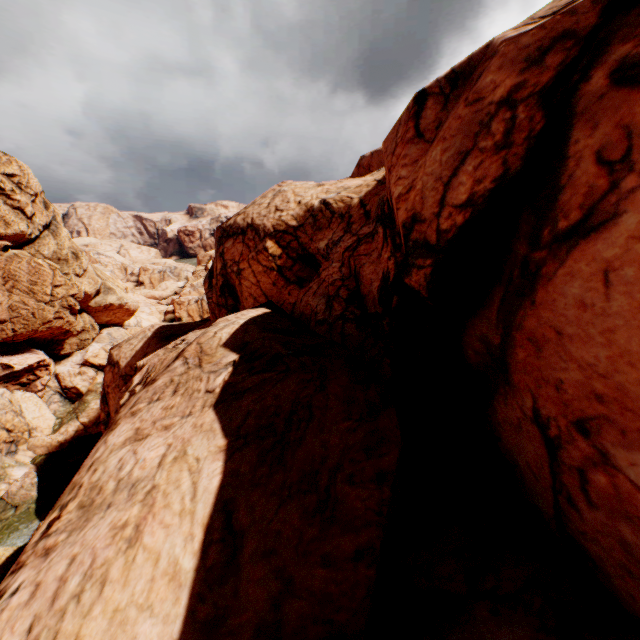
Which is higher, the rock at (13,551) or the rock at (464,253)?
the rock at (464,253)

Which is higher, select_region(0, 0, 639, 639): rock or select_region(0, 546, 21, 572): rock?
select_region(0, 0, 639, 639): rock

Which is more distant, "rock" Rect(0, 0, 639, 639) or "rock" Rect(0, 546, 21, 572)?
"rock" Rect(0, 546, 21, 572)

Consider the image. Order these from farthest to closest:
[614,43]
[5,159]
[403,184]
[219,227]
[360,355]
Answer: [5,159], [219,227], [360,355], [403,184], [614,43]

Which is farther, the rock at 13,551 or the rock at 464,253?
the rock at 13,551
